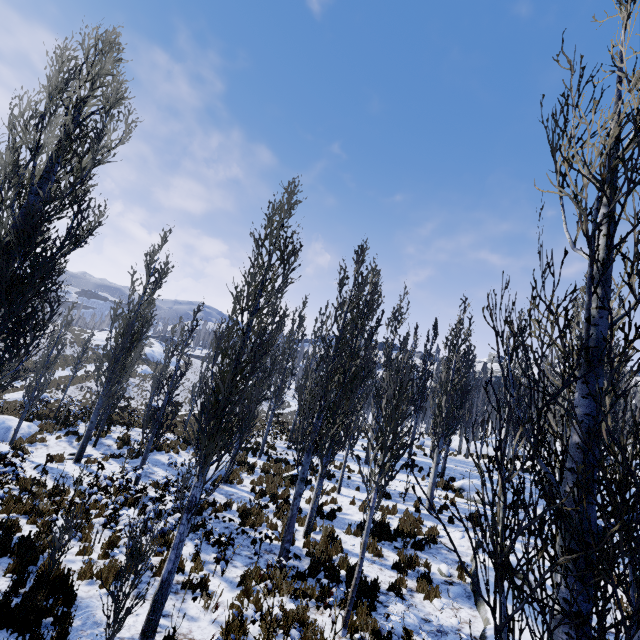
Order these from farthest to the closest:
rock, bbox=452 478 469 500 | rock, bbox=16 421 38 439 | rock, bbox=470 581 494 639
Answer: rock, bbox=16 421 38 439 < rock, bbox=452 478 469 500 < rock, bbox=470 581 494 639

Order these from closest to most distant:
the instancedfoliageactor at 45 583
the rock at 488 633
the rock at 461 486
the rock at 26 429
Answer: the instancedfoliageactor at 45 583 < the rock at 488 633 < the rock at 461 486 < the rock at 26 429

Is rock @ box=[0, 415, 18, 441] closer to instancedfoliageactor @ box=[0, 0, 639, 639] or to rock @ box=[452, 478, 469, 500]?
instancedfoliageactor @ box=[0, 0, 639, 639]

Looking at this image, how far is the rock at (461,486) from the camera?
16.3 meters

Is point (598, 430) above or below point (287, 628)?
above

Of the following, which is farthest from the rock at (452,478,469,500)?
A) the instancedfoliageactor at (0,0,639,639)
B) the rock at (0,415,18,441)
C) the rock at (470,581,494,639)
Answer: the rock at (0,415,18,441)
